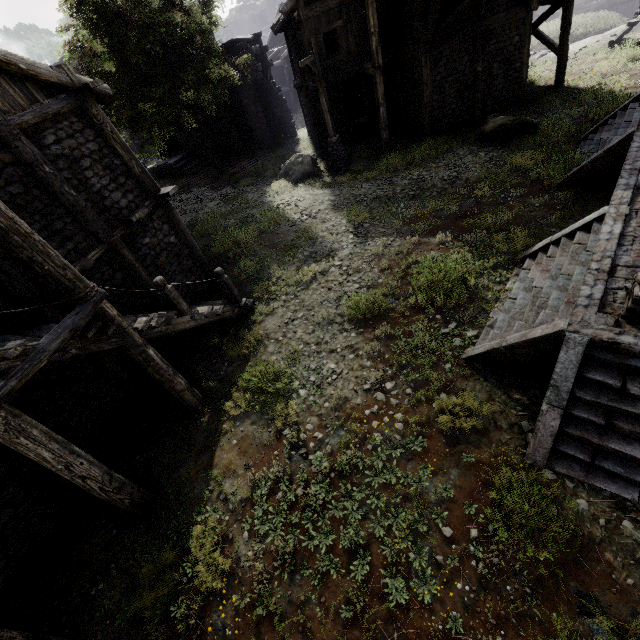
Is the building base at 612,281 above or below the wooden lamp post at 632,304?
below

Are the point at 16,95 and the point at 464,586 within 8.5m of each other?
no

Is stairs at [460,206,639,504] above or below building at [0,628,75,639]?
below

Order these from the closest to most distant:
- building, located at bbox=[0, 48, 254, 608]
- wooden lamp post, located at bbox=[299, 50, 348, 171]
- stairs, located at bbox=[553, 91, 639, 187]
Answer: building, located at bbox=[0, 48, 254, 608], stairs, located at bbox=[553, 91, 639, 187], wooden lamp post, located at bbox=[299, 50, 348, 171]

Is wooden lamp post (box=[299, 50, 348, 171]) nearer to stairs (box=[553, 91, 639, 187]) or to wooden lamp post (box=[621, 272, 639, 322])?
stairs (box=[553, 91, 639, 187])

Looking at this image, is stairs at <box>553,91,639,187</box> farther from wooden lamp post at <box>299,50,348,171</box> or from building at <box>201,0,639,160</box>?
wooden lamp post at <box>299,50,348,171</box>

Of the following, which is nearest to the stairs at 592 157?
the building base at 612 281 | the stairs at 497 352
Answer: the building base at 612 281

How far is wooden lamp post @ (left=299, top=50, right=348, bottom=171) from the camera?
14.3 meters
